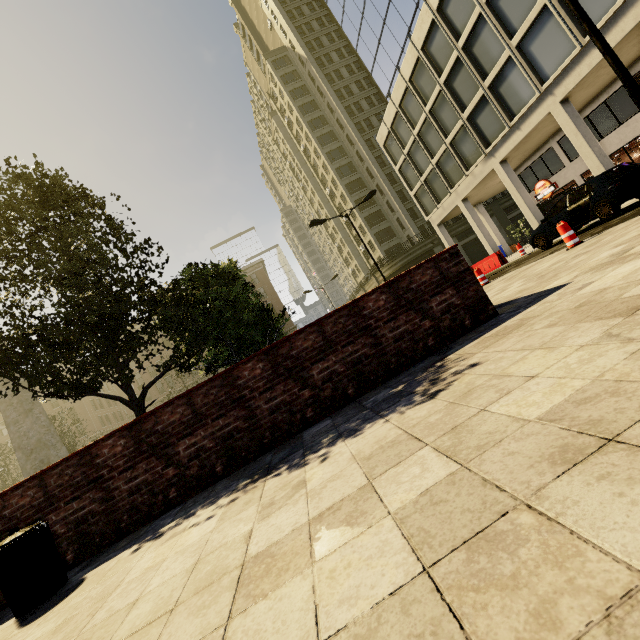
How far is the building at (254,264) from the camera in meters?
55.0 m

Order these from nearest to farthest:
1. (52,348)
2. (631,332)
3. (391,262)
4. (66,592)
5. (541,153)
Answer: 1. (631,332)
2. (66,592)
3. (52,348)
4. (541,153)
5. (391,262)

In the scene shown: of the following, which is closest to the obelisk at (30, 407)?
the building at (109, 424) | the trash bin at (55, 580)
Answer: the trash bin at (55, 580)

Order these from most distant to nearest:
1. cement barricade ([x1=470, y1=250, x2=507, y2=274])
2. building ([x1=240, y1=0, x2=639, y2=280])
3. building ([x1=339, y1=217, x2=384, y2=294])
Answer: building ([x1=339, y1=217, x2=384, y2=294]), cement barricade ([x1=470, y1=250, x2=507, y2=274]), building ([x1=240, y1=0, x2=639, y2=280])

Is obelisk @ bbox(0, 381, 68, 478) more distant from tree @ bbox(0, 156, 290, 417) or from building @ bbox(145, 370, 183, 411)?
building @ bbox(145, 370, 183, 411)

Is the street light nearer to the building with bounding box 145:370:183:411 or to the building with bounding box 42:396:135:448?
the building with bounding box 145:370:183:411

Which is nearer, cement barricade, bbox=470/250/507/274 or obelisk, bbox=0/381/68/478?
obelisk, bbox=0/381/68/478

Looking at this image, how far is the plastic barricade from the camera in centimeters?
790cm
